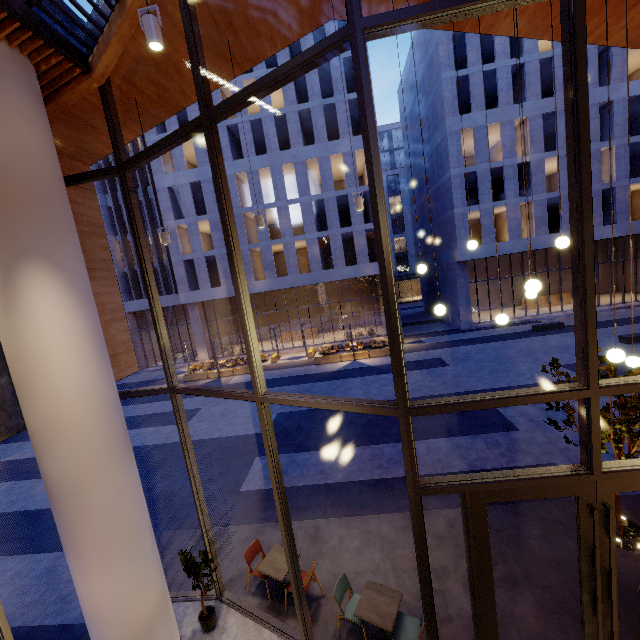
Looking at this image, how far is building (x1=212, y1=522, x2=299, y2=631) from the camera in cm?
629

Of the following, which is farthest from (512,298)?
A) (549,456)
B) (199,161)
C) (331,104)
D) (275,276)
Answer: (199,161)

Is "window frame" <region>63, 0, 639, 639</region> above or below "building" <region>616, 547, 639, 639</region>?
above

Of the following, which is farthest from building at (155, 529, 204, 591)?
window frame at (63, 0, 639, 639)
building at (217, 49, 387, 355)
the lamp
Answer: building at (217, 49, 387, 355)

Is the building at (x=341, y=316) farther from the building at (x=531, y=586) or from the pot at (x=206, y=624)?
the pot at (x=206, y=624)

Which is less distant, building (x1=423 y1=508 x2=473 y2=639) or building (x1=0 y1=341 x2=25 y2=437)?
building (x1=0 y1=341 x2=25 y2=437)

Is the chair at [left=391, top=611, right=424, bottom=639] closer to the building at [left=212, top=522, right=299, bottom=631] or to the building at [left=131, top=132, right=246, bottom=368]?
the building at [left=212, top=522, right=299, bottom=631]

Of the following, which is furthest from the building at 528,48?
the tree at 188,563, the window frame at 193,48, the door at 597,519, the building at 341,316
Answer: the tree at 188,563
